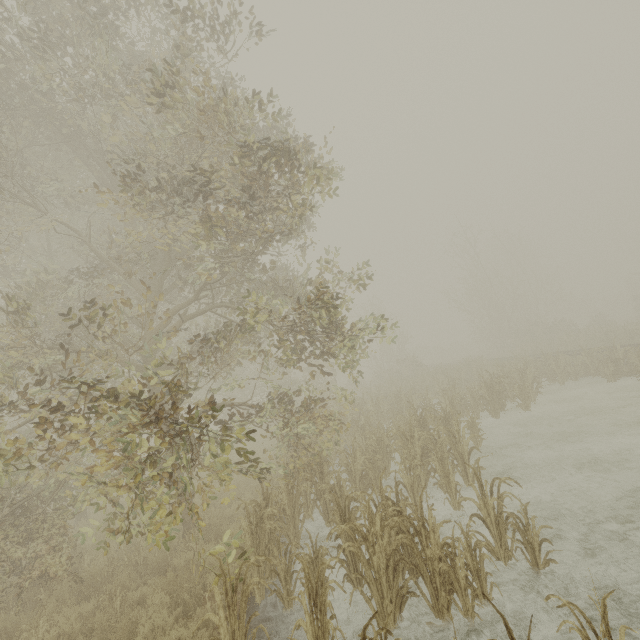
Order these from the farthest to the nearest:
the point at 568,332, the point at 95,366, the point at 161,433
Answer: the point at 568,332
the point at 95,366
the point at 161,433
